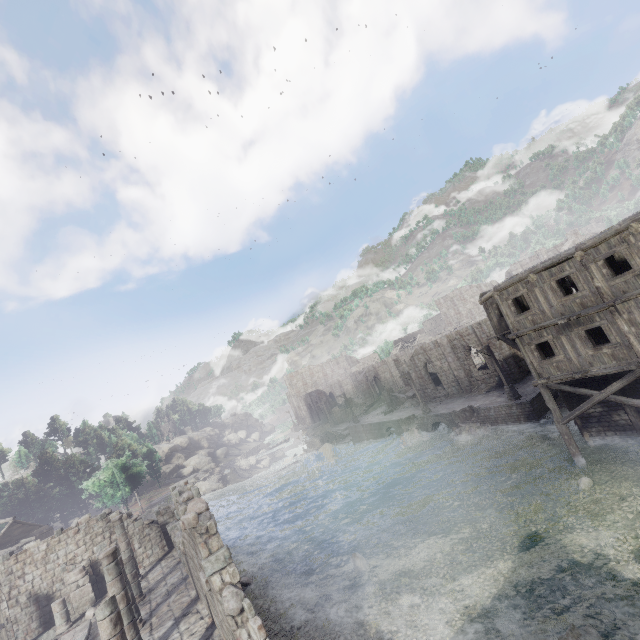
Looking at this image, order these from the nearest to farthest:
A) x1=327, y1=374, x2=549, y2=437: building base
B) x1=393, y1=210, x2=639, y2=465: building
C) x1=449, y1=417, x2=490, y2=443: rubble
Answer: x1=393, y1=210, x2=639, y2=465: building
x1=327, y1=374, x2=549, y2=437: building base
x1=449, y1=417, x2=490, y2=443: rubble

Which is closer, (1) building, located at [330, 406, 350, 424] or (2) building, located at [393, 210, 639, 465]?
(2) building, located at [393, 210, 639, 465]

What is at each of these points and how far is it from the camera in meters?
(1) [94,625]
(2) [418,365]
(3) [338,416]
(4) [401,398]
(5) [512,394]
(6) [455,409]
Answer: (1) building, 16.2 m
(2) building, 40.3 m
(3) building, 57.0 m
(4) building, 44.8 m
(5) wooden lamp post, 25.6 m
(6) building base, 30.7 m

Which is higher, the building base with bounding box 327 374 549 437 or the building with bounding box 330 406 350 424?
the building with bounding box 330 406 350 424

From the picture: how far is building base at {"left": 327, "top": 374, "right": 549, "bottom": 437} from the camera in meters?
24.5 m

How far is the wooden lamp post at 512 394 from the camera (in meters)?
25.69

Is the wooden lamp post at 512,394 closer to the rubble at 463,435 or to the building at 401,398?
the rubble at 463,435

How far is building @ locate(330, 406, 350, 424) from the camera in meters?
56.8
